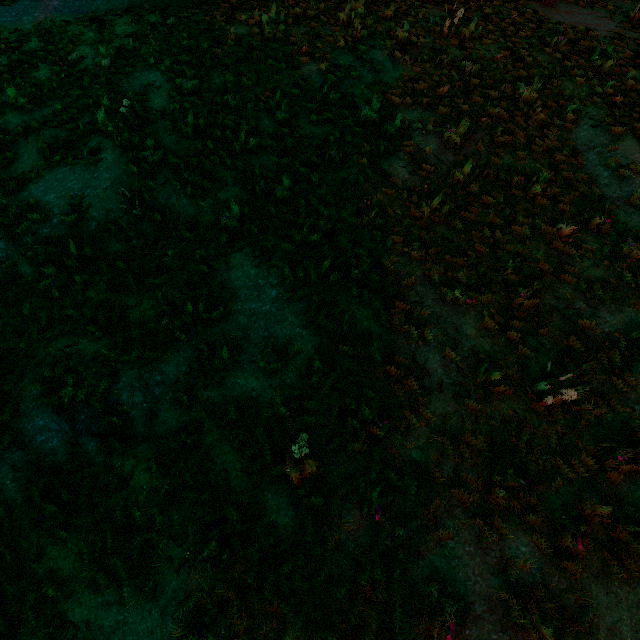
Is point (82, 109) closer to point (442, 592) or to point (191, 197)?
point (191, 197)
